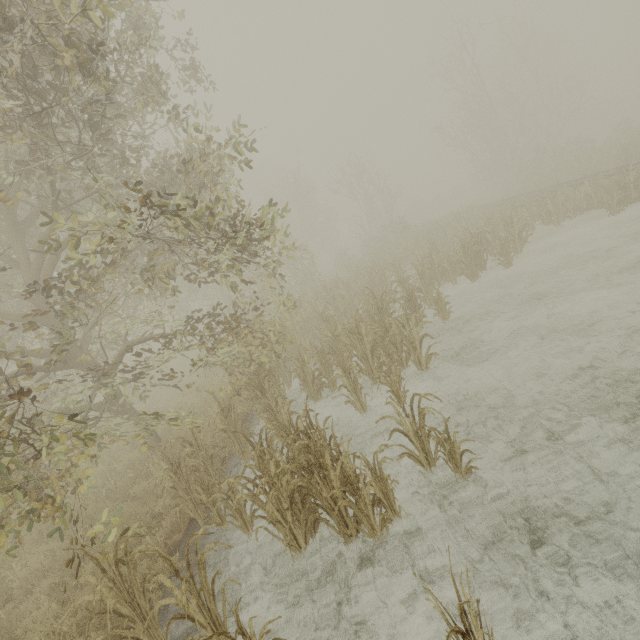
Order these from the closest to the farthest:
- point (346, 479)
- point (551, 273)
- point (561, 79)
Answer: point (346, 479) < point (551, 273) < point (561, 79)
